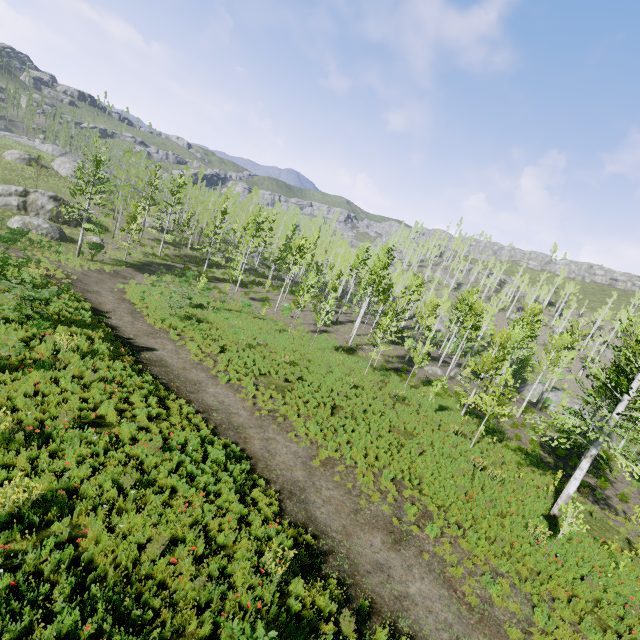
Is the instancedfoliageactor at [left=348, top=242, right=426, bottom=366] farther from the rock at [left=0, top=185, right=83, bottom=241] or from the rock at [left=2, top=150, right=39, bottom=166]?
the rock at [left=2, top=150, right=39, bottom=166]

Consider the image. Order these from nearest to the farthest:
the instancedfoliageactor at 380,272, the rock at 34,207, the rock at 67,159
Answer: the instancedfoliageactor at 380,272 → the rock at 34,207 → the rock at 67,159

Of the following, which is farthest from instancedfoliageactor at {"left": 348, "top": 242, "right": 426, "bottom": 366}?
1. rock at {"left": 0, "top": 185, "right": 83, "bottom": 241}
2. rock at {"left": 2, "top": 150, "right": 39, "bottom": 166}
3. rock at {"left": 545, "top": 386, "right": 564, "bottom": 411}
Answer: rock at {"left": 2, "top": 150, "right": 39, "bottom": 166}

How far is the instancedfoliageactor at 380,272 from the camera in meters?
23.5

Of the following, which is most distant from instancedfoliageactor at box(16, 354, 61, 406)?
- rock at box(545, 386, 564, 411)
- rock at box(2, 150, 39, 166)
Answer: rock at box(2, 150, 39, 166)

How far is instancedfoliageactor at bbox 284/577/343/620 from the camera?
6.71m

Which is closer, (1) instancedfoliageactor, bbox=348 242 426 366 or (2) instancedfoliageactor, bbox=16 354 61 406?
(2) instancedfoliageactor, bbox=16 354 61 406

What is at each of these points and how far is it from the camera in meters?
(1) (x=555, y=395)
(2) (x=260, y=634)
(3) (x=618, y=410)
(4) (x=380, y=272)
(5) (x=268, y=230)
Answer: (1) rock, 38.5
(2) instancedfoliageactor, 5.5
(3) instancedfoliageactor, 12.5
(4) instancedfoliageactor, 29.0
(5) instancedfoliageactor, 49.8
